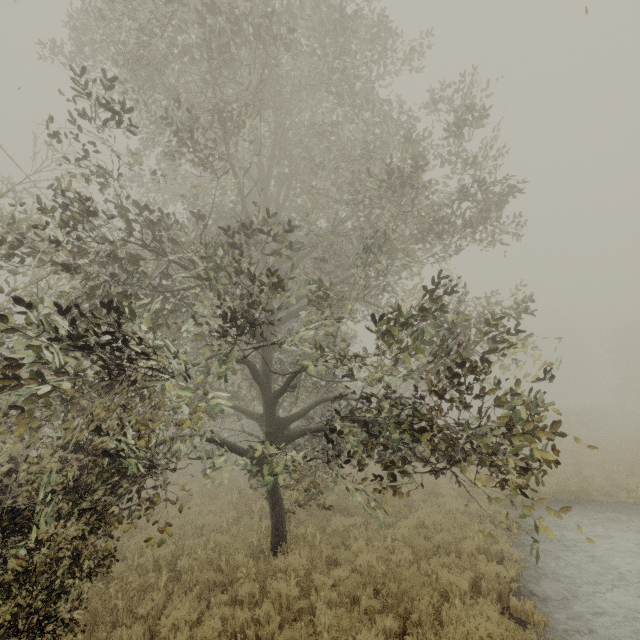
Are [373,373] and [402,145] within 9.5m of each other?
yes
